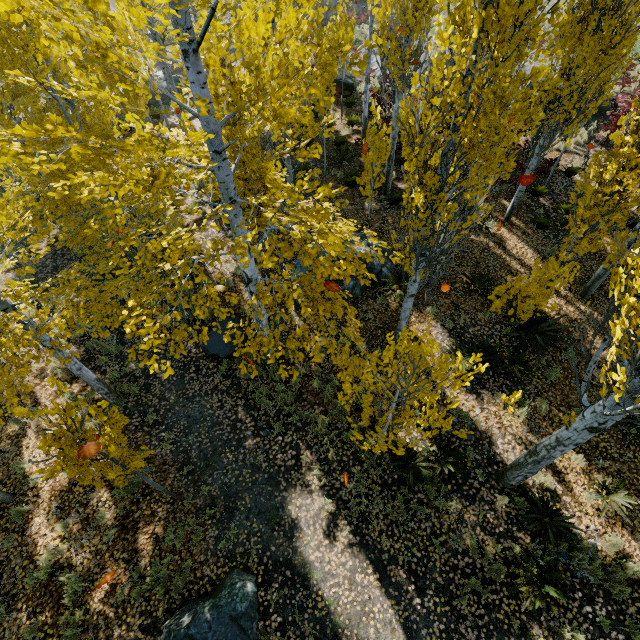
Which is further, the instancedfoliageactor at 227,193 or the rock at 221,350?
the rock at 221,350

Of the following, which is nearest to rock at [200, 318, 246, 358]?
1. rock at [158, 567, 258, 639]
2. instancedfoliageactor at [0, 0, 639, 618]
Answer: instancedfoliageactor at [0, 0, 639, 618]

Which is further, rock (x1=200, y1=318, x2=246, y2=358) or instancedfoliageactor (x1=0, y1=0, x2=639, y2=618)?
rock (x1=200, y1=318, x2=246, y2=358)

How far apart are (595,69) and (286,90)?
9.8 meters

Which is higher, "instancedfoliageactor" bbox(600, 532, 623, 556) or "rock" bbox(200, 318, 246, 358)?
"instancedfoliageactor" bbox(600, 532, 623, 556)

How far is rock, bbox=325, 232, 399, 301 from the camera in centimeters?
980cm

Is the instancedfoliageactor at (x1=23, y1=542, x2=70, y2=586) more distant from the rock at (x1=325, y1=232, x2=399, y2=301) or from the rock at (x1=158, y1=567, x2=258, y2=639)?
the rock at (x1=158, y1=567, x2=258, y2=639)

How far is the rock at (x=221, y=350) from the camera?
9.2 meters
